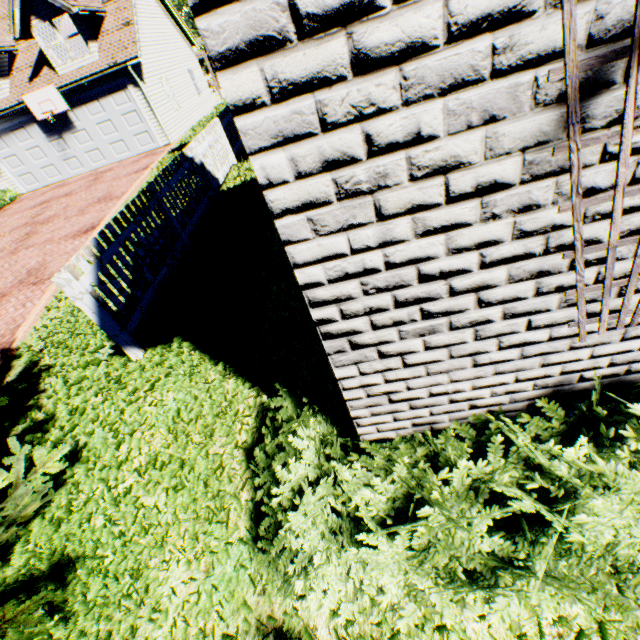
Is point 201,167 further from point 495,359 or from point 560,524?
point 560,524

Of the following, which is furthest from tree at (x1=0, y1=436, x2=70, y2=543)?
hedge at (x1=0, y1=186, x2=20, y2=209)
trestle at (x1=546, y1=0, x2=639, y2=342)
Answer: hedge at (x1=0, y1=186, x2=20, y2=209)

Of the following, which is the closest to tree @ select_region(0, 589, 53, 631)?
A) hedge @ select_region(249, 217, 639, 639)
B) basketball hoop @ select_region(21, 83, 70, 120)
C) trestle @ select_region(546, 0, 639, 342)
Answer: hedge @ select_region(249, 217, 639, 639)

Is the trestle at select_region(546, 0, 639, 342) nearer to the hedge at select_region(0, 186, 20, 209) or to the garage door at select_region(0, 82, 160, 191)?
the garage door at select_region(0, 82, 160, 191)

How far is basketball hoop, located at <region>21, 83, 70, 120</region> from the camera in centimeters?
1470cm

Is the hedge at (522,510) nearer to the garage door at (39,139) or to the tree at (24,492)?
the tree at (24,492)

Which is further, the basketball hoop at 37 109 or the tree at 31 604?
the basketball hoop at 37 109

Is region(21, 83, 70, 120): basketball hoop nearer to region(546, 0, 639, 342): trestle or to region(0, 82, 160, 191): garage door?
region(0, 82, 160, 191): garage door
